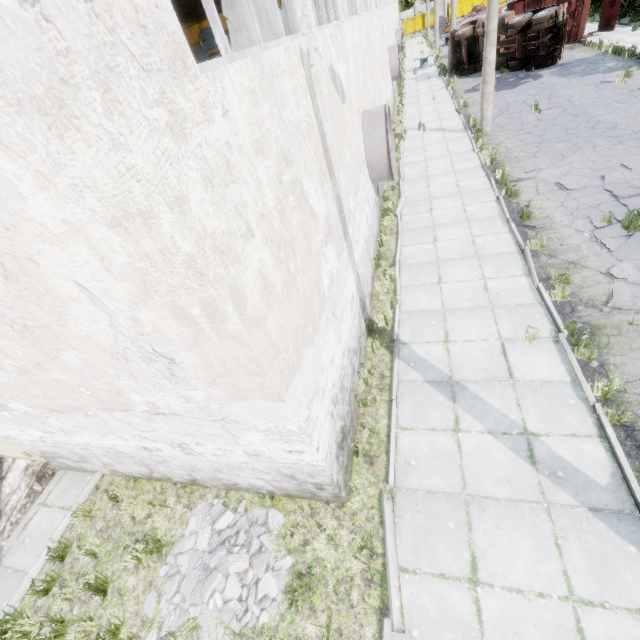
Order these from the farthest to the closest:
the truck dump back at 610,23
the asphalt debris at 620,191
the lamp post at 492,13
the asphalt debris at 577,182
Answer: the truck dump back at 610,23, the lamp post at 492,13, the asphalt debris at 577,182, the asphalt debris at 620,191

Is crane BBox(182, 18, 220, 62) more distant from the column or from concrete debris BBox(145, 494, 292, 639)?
concrete debris BBox(145, 494, 292, 639)

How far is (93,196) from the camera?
1.9m

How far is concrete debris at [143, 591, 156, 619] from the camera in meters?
4.6

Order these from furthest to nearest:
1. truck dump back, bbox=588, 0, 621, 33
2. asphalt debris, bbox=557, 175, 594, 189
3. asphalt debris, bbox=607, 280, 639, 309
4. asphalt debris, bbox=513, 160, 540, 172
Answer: truck dump back, bbox=588, 0, 621, 33 < asphalt debris, bbox=513, 160, 540, 172 < asphalt debris, bbox=557, 175, 594, 189 < asphalt debris, bbox=607, 280, 639, 309

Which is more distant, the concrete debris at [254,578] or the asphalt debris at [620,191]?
the asphalt debris at [620,191]

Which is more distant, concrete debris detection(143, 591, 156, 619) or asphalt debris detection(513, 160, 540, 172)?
asphalt debris detection(513, 160, 540, 172)

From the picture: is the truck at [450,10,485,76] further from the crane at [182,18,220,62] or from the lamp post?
the crane at [182,18,220,62]
